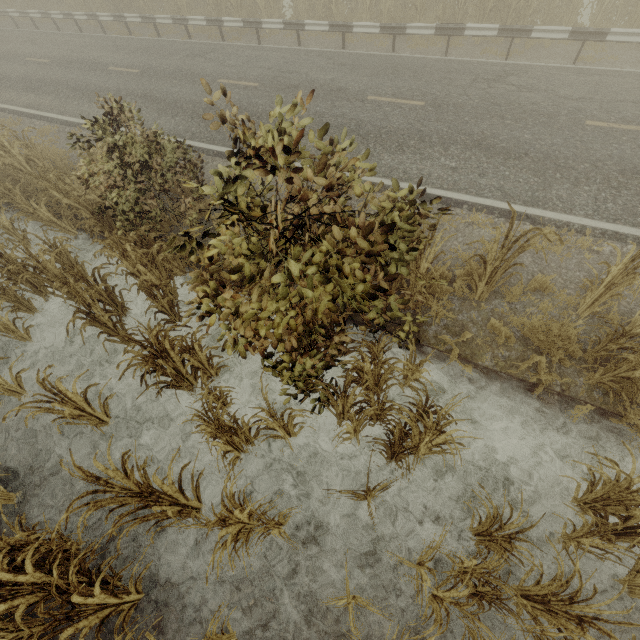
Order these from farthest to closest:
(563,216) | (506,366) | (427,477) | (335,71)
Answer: (335,71) → (563,216) → (506,366) → (427,477)

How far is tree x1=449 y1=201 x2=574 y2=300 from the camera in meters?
4.4 m

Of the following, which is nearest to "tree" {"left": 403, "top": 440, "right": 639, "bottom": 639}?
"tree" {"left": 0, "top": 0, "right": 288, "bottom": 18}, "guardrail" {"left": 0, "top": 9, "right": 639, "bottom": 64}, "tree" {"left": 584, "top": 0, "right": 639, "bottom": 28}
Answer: "guardrail" {"left": 0, "top": 9, "right": 639, "bottom": 64}

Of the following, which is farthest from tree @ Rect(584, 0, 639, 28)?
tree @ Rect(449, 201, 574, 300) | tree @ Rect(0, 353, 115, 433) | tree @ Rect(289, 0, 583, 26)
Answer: tree @ Rect(0, 353, 115, 433)

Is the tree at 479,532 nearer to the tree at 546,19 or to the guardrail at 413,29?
the guardrail at 413,29

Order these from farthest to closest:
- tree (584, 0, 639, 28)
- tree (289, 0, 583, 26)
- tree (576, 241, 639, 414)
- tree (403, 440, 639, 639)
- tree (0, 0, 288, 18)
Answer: tree (0, 0, 288, 18) < tree (289, 0, 583, 26) < tree (584, 0, 639, 28) < tree (576, 241, 639, 414) < tree (403, 440, 639, 639)

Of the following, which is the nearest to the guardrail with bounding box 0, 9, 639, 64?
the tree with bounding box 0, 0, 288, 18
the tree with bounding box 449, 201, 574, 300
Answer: the tree with bounding box 0, 0, 288, 18

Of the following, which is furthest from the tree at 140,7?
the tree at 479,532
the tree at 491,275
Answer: the tree at 479,532
